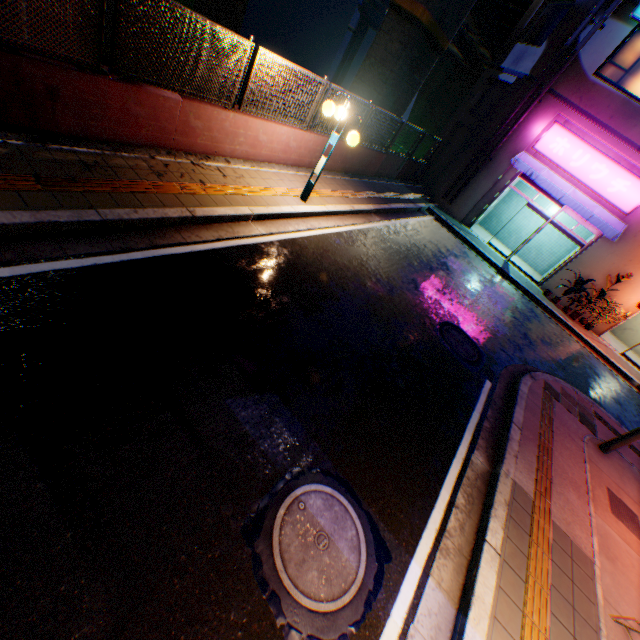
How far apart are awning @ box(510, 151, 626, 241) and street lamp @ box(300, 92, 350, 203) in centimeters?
1016cm

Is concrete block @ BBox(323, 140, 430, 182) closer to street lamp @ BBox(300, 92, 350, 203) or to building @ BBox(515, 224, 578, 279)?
building @ BBox(515, 224, 578, 279)

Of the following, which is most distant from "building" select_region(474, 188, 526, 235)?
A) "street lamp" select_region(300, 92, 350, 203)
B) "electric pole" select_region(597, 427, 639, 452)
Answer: "street lamp" select_region(300, 92, 350, 203)

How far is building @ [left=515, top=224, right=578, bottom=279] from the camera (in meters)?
16.52

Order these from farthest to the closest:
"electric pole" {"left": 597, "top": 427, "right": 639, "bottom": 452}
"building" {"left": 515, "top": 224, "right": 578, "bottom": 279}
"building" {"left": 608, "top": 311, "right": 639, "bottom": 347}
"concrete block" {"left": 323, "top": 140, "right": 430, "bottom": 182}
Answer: "building" {"left": 515, "top": 224, "right": 578, "bottom": 279} < "building" {"left": 608, "top": 311, "right": 639, "bottom": 347} < "concrete block" {"left": 323, "top": 140, "right": 430, "bottom": 182} < "electric pole" {"left": 597, "top": 427, "right": 639, "bottom": 452}

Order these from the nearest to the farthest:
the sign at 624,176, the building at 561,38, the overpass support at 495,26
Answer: the overpass support at 495,26 < the building at 561,38 < the sign at 624,176

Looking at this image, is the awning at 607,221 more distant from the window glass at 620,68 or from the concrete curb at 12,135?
the concrete curb at 12,135

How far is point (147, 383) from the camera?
3.36m
